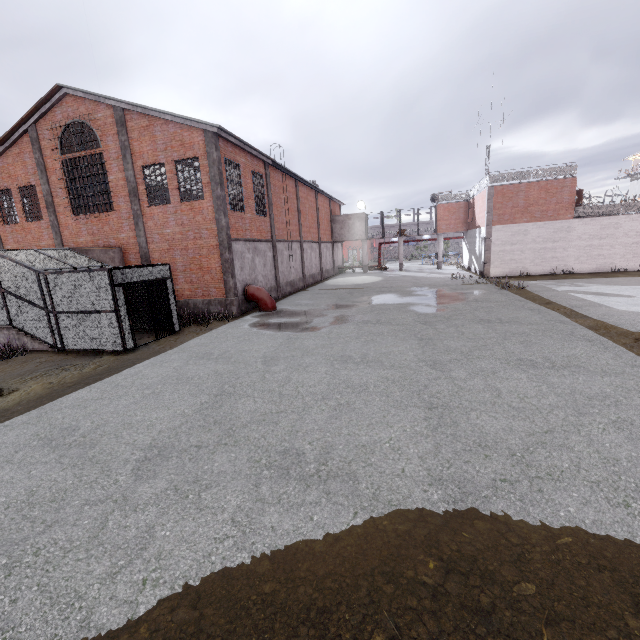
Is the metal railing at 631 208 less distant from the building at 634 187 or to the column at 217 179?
the column at 217 179

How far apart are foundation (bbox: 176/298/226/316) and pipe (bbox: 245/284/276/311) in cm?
113

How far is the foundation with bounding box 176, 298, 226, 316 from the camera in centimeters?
1708cm

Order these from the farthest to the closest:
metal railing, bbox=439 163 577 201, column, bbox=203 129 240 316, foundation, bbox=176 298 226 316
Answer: metal railing, bbox=439 163 577 201 → foundation, bbox=176 298 226 316 → column, bbox=203 129 240 316

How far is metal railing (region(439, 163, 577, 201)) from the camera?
24.1m

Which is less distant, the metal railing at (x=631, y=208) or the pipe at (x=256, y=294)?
the pipe at (x=256, y=294)

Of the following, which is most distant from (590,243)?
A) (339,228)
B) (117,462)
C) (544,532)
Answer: (117,462)

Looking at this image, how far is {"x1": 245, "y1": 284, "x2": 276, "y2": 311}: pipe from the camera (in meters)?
17.69
